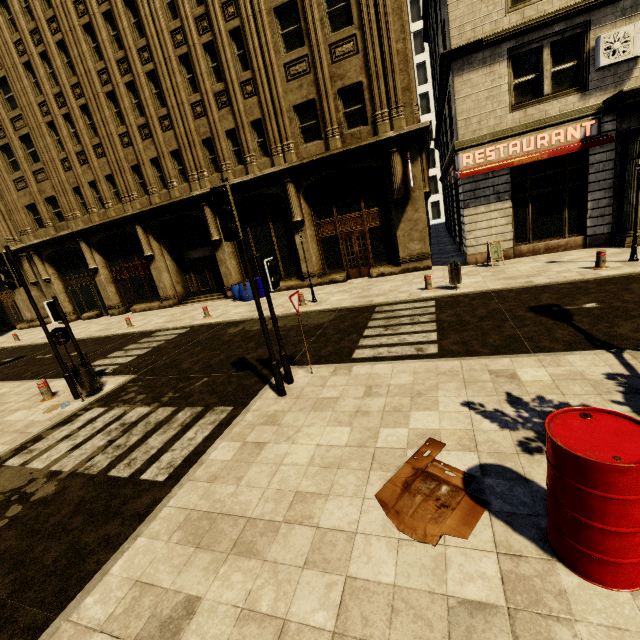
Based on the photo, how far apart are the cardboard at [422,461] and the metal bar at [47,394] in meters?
9.6 m

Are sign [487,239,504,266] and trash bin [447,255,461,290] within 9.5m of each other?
yes

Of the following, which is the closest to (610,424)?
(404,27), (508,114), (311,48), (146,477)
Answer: (146,477)

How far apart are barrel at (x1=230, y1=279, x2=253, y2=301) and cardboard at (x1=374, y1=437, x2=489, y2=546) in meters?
13.8 m

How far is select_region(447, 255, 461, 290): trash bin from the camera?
10.58m

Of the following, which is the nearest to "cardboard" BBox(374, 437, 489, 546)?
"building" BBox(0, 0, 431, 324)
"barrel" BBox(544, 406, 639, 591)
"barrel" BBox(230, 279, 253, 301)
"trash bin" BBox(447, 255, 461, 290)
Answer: "barrel" BBox(544, 406, 639, 591)

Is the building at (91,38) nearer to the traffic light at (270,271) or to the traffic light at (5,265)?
the traffic light at (5,265)

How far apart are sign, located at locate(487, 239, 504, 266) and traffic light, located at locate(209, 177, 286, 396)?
10.6m
